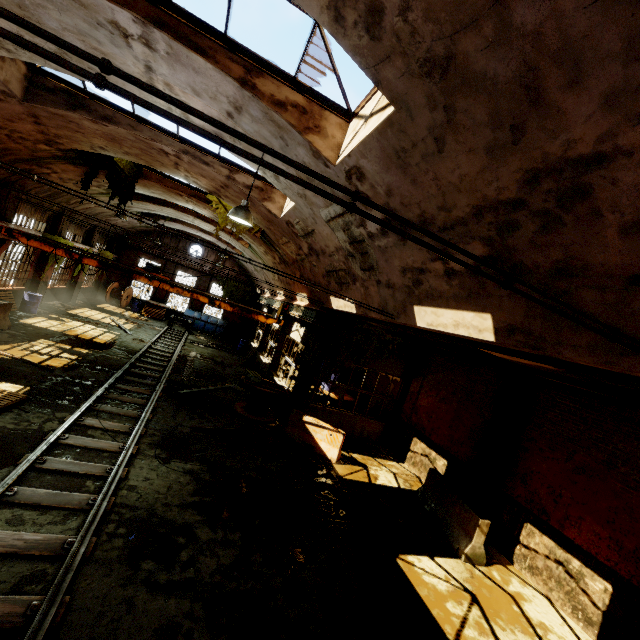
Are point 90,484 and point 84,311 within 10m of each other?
no

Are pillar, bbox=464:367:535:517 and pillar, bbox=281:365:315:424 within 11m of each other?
yes

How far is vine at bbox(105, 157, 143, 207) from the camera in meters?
13.0 m

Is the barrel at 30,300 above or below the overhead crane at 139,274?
below

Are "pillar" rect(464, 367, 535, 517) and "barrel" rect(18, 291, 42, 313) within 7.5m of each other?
no

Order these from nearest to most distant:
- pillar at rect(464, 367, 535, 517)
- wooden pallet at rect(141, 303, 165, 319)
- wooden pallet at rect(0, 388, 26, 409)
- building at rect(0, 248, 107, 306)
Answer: wooden pallet at rect(0, 388, 26, 409)
pillar at rect(464, 367, 535, 517)
building at rect(0, 248, 107, 306)
wooden pallet at rect(141, 303, 165, 319)

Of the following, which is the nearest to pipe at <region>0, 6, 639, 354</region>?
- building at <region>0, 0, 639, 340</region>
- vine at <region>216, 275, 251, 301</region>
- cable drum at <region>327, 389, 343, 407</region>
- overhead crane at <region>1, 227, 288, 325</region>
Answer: building at <region>0, 0, 639, 340</region>

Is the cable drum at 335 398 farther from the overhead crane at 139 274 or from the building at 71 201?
the building at 71 201
